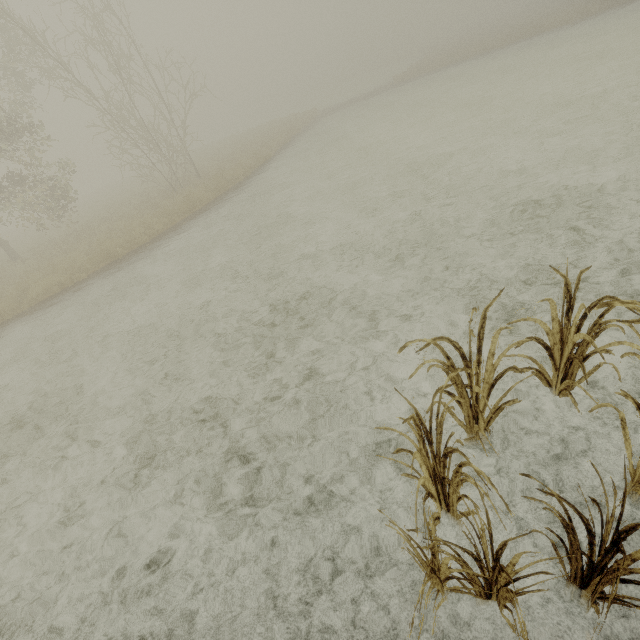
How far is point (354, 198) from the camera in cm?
Answer: 991
